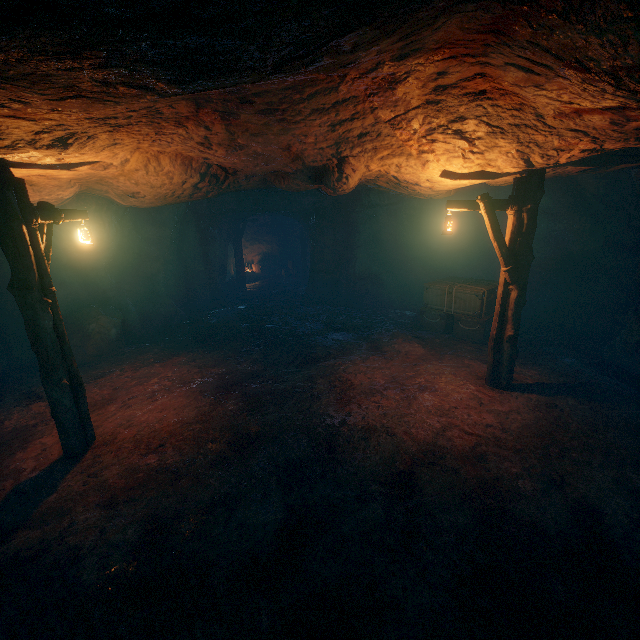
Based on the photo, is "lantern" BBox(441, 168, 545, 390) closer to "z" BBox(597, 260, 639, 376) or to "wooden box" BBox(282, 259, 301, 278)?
"z" BBox(597, 260, 639, 376)

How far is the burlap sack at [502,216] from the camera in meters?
12.3

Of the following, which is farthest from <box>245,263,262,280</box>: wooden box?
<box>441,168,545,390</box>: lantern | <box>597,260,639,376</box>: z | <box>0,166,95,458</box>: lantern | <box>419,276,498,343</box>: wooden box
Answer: <box>597,260,639,376</box>: z

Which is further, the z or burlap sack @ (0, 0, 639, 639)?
the z

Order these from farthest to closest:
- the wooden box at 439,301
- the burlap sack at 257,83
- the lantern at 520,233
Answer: the wooden box at 439,301 → the lantern at 520,233 → the burlap sack at 257,83

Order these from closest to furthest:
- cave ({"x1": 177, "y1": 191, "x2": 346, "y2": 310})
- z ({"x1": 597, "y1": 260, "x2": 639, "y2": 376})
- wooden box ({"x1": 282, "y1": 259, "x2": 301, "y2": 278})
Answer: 1. z ({"x1": 597, "y1": 260, "x2": 639, "y2": 376})
2. cave ({"x1": 177, "y1": 191, "x2": 346, "y2": 310})
3. wooden box ({"x1": 282, "y1": 259, "x2": 301, "y2": 278})

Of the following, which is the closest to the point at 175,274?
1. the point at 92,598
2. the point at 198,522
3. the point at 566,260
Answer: the point at 198,522

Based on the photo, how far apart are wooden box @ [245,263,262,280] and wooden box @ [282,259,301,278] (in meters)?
1.57
